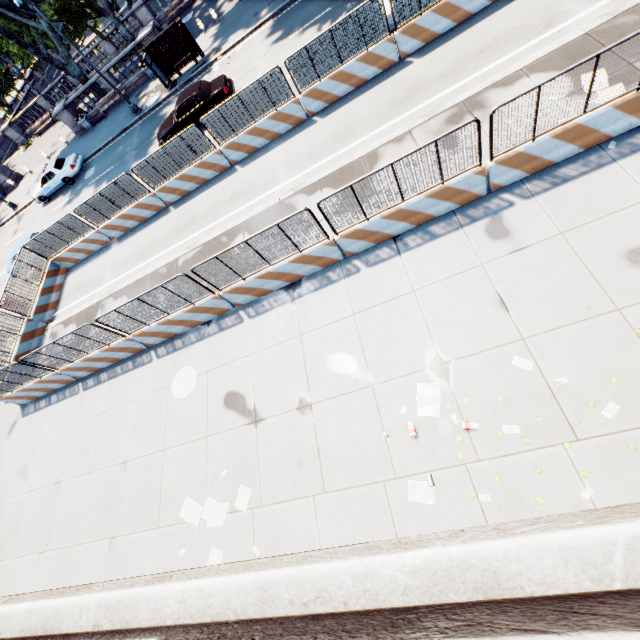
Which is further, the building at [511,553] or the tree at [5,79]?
the tree at [5,79]

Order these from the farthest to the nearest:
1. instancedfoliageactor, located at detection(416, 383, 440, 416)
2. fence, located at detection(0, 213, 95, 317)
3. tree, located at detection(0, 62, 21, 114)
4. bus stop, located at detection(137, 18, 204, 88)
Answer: tree, located at detection(0, 62, 21, 114) < bus stop, located at detection(137, 18, 204, 88) < fence, located at detection(0, 213, 95, 317) < instancedfoliageactor, located at detection(416, 383, 440, 416)

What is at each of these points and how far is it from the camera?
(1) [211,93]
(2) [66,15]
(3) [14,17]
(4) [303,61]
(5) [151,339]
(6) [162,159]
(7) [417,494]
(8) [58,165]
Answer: (1) vehicle, 16.55m
(2) tree, 25.09m
(3) tree, 23.34m
(4) fence, 12.00m
(5) concrete barrier, 11.63m
(6) fence, 14.23m
(7) instancedfoliageactor, 6.29m
(8) vehicle, 23.34m

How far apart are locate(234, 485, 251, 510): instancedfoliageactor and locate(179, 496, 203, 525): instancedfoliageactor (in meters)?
0.18

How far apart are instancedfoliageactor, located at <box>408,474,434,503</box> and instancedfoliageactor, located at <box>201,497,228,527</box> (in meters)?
4.49

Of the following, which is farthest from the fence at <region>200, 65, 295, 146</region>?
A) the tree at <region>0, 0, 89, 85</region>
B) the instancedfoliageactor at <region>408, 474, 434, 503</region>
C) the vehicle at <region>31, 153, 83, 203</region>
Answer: the tree at <region>0, 0, 89, 85</region>

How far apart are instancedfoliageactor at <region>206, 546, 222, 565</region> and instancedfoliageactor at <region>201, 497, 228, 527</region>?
0.5m

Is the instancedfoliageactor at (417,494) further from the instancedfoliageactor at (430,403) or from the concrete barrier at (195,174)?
the concrete barrier at (195,174)
